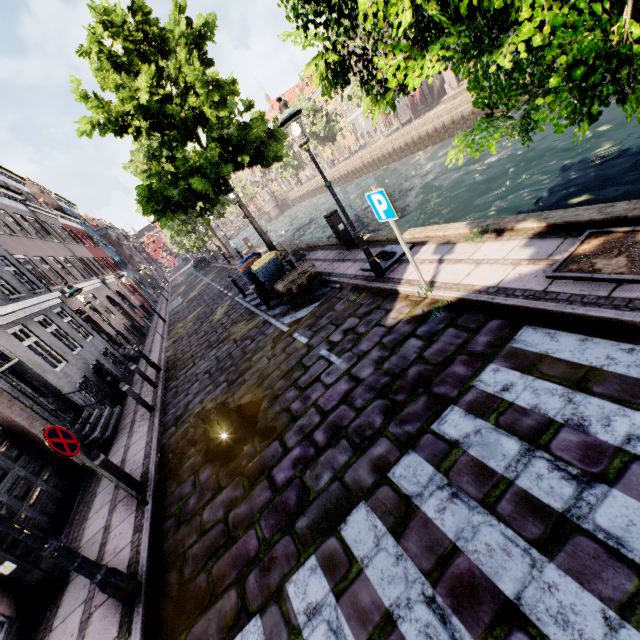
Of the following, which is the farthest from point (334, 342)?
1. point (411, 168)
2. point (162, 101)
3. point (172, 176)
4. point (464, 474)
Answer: point (411, 168)

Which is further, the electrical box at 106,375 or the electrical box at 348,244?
the electrical box at 106,375

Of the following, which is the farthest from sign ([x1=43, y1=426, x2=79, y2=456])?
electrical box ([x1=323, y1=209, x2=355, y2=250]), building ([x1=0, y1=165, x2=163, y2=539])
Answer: electrical box ([x1=323, y1=209, x2=355, y2=250])

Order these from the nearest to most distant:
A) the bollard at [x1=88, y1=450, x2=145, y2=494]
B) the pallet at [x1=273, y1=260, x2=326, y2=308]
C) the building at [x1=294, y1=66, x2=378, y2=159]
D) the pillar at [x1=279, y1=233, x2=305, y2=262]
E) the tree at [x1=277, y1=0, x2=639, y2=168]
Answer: the tree at [x1=277, y1=0, x2=639, y2=168], the bollard at [x1=88, y1=450, x2=145, y2=494], the pallet at [x1=273, y1=260, x2=326, y2=308], the pillar at [x1=279, y1=233, x2=305, y2=262], the building at [x1=294, y1=66, x2=378, y2=159]

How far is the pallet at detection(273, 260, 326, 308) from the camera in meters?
8.7 m

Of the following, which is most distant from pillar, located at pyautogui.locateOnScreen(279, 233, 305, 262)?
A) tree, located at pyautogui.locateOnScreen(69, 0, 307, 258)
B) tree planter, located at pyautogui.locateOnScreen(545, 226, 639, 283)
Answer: tree planter, located at pyautogui.locateOnScreen(545, 226, 639, 283)

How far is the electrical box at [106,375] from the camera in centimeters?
1166cm

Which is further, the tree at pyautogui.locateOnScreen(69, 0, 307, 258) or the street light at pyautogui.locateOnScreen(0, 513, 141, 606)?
the tree at pyautogui.locateOnScreen(69, 0, 307, 258)
